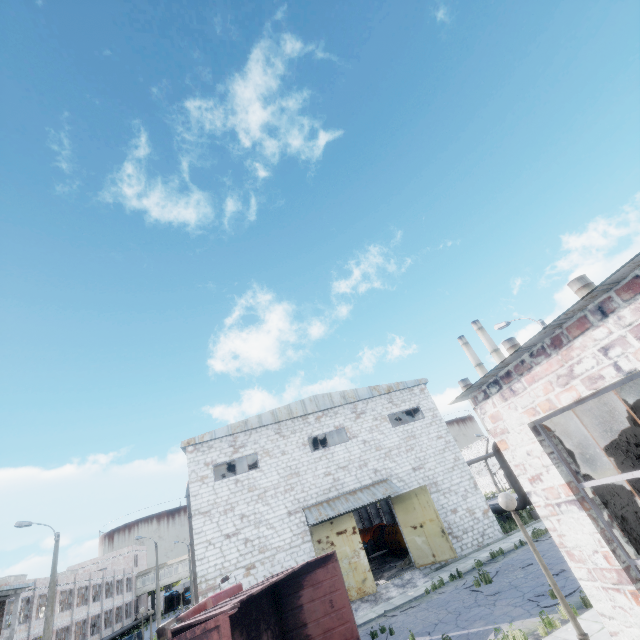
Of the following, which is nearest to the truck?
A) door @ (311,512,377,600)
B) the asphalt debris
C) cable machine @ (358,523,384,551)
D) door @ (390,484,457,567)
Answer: door @ (311,512,377,600)

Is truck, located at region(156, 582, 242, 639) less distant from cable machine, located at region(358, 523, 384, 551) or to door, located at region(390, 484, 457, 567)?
door, located at region(390, 484, 457, 567)

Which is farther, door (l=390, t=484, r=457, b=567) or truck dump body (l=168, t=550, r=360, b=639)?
door (l=390, t=484, r=457, b=567)

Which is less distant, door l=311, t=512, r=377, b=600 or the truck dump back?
the truck dump back

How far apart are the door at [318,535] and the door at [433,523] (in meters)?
3.29

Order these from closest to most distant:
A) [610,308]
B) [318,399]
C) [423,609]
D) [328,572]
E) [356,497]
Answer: [610,308] < [328,572] < [423,609] < [356,497] < [318,399]

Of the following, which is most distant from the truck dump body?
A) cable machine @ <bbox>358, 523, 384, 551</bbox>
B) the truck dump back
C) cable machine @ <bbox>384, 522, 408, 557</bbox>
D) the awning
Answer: cable machine @ <bbox>358, 523, 384, 551</bbox>

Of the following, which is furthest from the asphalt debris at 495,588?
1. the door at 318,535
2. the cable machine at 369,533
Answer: the cable machine at 369,533
